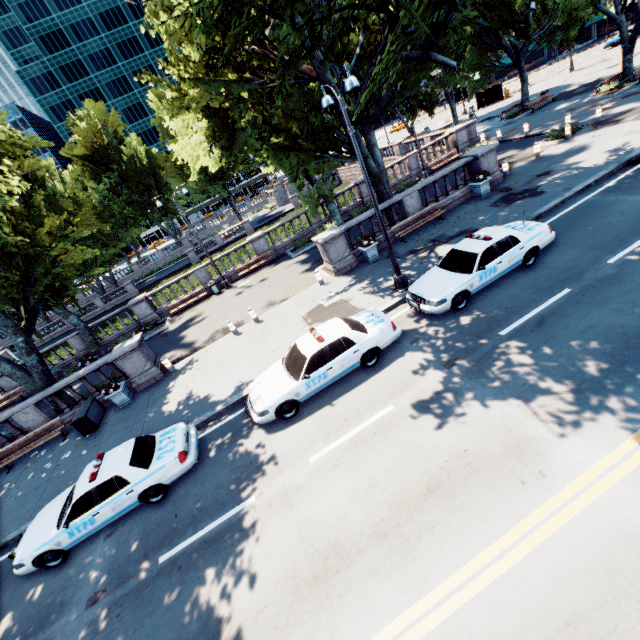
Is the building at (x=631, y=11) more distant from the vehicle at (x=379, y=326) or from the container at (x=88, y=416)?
the container at (x=88, y=416)

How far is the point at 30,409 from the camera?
14.3 meters

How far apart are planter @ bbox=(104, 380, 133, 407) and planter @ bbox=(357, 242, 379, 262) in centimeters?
1296cm

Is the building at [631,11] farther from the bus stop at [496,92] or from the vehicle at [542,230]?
the vehicle at [542,230]

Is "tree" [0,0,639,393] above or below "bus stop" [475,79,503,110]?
above

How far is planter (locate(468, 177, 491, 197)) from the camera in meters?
17.2 m

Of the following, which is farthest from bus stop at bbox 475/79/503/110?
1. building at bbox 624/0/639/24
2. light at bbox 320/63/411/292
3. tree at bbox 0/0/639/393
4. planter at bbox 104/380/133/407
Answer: planter at bbox 104/380/133/407

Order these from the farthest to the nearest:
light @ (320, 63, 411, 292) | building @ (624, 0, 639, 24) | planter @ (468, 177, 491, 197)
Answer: building @ (624, 0, 639, 24), planter @ (468, 177, 491, 197), light @ (320, 63, 411, 292)
